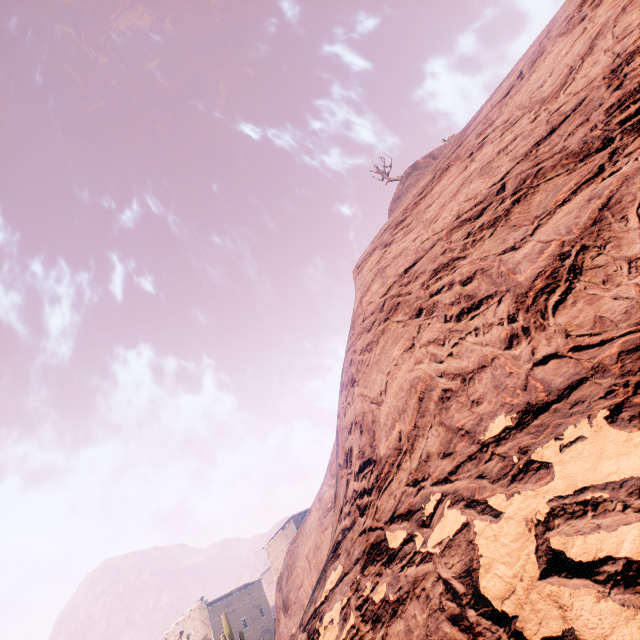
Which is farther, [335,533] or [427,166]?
[427,166]

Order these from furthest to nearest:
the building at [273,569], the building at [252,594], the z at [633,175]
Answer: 1. the building at [252,594]
2. the building at [273,569]
3. the z at [633,175]

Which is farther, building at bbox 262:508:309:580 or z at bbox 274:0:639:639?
building at bbox 262:508:309:580

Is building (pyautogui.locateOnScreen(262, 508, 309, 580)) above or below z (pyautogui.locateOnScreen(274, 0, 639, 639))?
above

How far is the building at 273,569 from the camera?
41.7m

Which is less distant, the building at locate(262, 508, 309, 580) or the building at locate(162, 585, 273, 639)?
the building at locate(262, 508, 309, 580)

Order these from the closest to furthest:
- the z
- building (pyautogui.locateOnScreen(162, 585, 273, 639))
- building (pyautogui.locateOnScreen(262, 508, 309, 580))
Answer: the z, building (pyautogui.locateOnScreen(262, 508, 309, 580)), building (pyautogui.locateOnScreen(162, 585, 273, 639))
